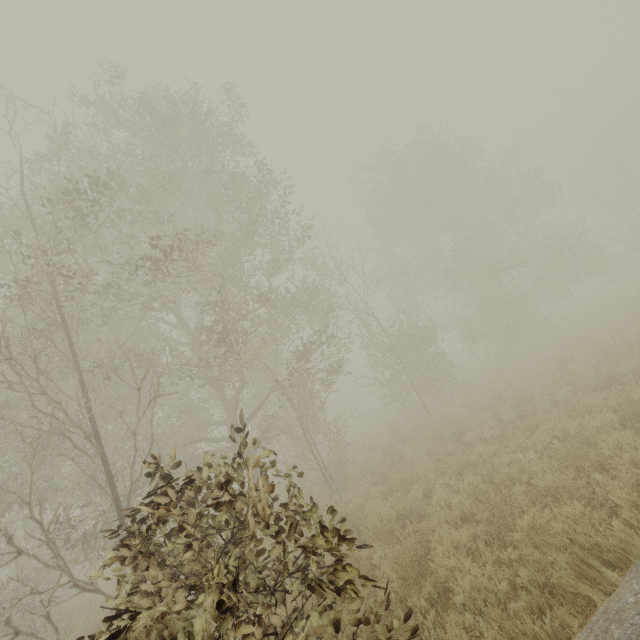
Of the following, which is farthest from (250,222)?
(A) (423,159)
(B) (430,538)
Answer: (A) (423,159)
